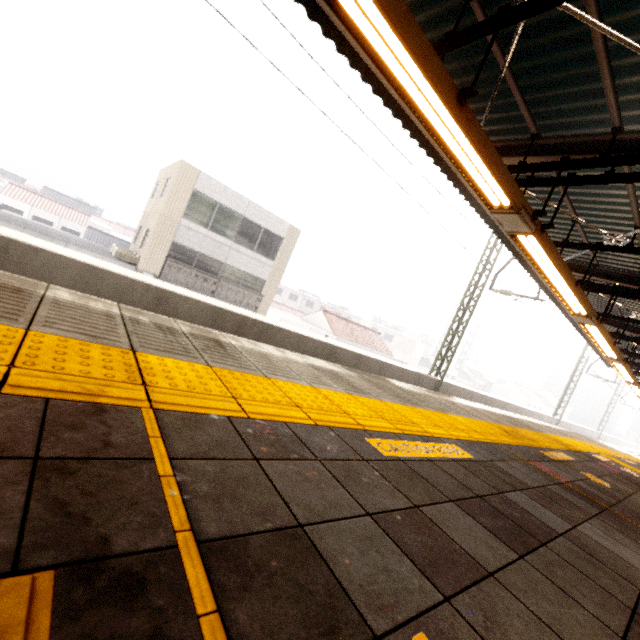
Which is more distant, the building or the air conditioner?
the building

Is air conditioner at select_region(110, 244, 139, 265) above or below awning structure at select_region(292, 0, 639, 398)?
below

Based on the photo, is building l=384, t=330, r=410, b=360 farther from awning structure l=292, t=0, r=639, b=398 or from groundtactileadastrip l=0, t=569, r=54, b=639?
groundtactileadastrip l=0, t=569, r=54, b=639

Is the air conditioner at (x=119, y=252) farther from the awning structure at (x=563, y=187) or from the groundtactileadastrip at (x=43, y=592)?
the groundtactileadastrip at (x=43, y=592)

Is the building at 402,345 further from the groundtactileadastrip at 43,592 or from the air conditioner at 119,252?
the groundtactileadastrip at 43,592

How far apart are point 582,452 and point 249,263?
17.6 meters

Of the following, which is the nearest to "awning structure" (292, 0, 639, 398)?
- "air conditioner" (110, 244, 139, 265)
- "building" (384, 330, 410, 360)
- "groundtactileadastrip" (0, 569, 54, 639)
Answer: "groundtactileadastrip" (0, 569, 54, 639)

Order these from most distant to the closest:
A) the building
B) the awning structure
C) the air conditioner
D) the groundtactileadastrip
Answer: the building, the air conditioner, the awning structure, the groundtactileadastrip
